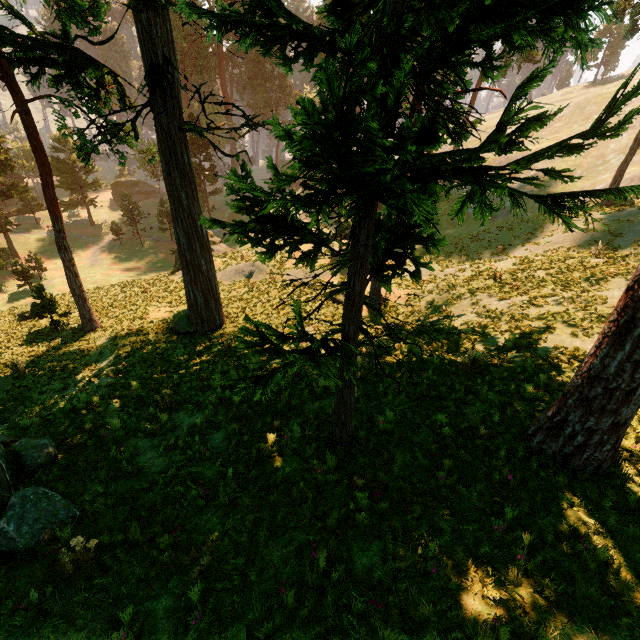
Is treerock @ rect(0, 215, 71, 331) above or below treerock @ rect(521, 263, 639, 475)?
below

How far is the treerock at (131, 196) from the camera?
43.6m

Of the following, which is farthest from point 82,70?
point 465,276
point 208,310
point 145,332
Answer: point 465,276

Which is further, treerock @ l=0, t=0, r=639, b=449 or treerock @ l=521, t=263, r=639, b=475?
treerock @ l=521, t=263, r=639, b=475

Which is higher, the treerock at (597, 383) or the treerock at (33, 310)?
the treerock at (597, 383)
